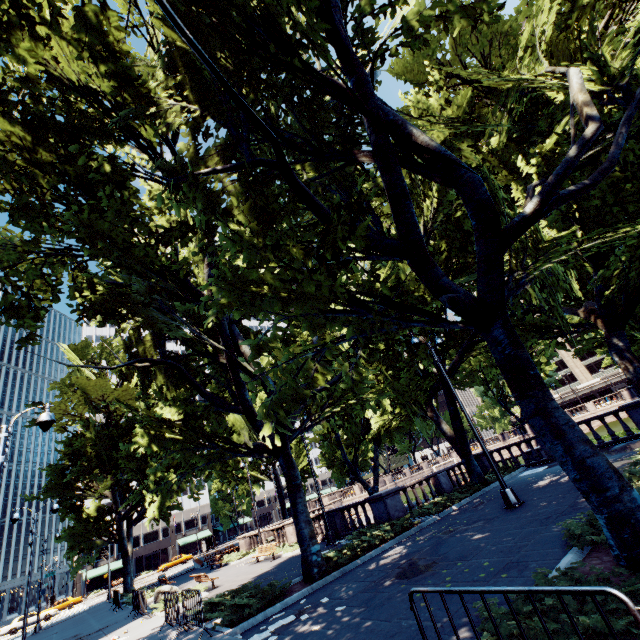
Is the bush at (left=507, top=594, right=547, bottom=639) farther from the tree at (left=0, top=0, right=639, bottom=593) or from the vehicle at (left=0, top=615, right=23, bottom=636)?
the vehicle at (left=0, top=615, right=23, bottom=636)

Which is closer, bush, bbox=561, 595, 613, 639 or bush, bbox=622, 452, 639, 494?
bush, bbox=561, 595, 613, 639

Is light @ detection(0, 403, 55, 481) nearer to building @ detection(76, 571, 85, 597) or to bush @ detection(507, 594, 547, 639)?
bush @ detection(507, 594, 547, 639)

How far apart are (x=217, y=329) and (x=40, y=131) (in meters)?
9.30

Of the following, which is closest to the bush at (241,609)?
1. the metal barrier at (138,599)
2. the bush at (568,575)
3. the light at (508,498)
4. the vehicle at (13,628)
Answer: the metal barrier at (138,599)

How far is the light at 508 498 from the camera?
11.8 meters

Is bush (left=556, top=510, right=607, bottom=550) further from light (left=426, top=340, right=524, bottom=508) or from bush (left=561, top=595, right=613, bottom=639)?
light (left=426, top=340, right=524, bottom=508)

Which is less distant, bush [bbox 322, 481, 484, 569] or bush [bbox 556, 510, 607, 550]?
bush [bbox 556, 510, 607, 550]
